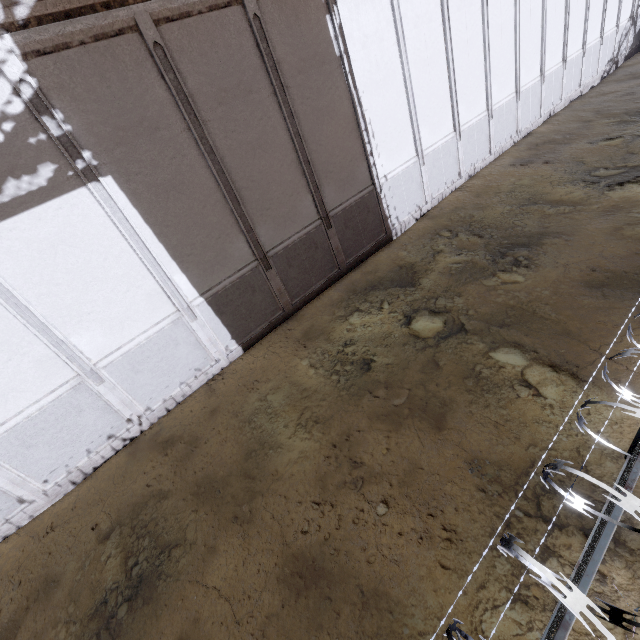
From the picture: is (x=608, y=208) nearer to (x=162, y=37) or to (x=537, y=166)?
(x=537, y=166)
